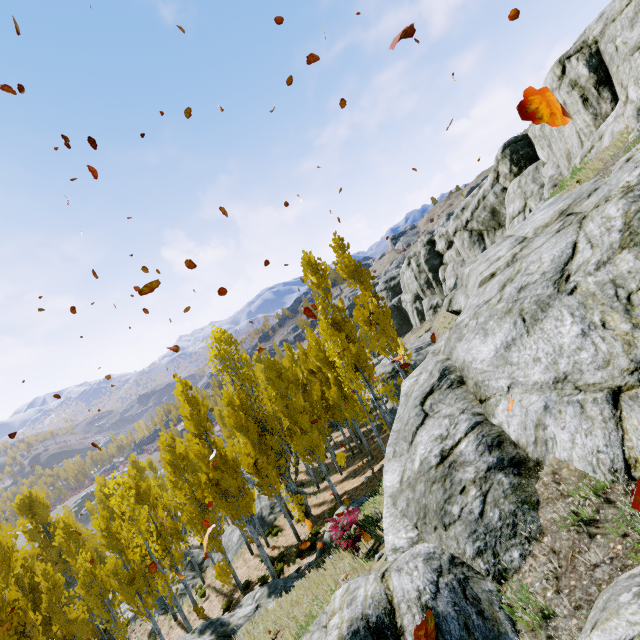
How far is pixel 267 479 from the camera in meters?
18.8 m

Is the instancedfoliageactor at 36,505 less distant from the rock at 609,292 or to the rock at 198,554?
the rock at 198,554

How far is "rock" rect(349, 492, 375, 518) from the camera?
12.0m

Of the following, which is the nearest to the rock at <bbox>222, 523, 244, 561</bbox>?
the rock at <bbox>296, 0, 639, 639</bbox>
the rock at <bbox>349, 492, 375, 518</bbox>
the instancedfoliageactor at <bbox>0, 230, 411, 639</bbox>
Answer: the instancedfoliageactor at <bbox>0, 230, 411, 639</bbox>

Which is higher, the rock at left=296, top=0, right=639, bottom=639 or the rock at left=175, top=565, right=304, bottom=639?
the rock at left=296, top=0, right=639, bottom=639

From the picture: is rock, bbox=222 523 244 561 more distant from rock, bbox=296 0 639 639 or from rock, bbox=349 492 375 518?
rock, bbox=296 0 639 639

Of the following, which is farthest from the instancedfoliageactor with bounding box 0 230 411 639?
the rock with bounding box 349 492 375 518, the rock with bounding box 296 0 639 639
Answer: the rock with bounding box 296 0 639 639

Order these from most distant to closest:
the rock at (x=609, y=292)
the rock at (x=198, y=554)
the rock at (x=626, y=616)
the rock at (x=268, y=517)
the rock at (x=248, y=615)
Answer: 1. the rock at (x=268, y=517)
2. the rock at (x=198, y=554)
3. the rock at (x=248, y=615)
4. the rock at (x=609, y=292)
5. the rock at (x=626, y=616)
